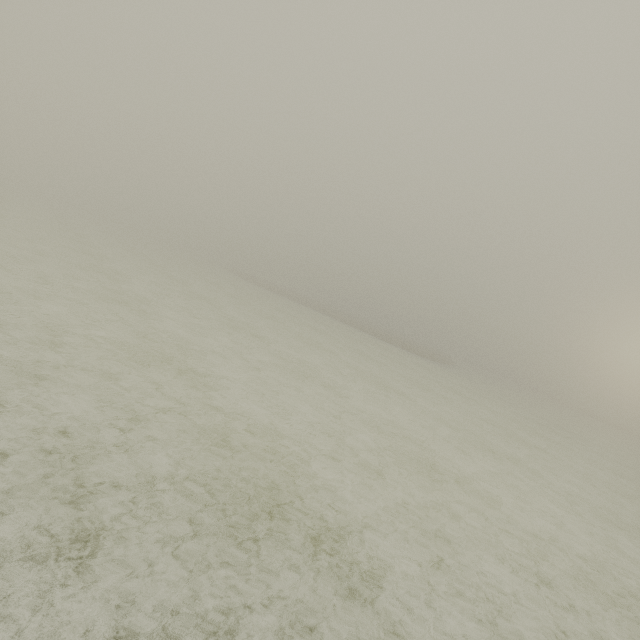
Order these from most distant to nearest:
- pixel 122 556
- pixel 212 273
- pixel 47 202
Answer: pixel 47 202, pixel 212 273, pixel 122 556
